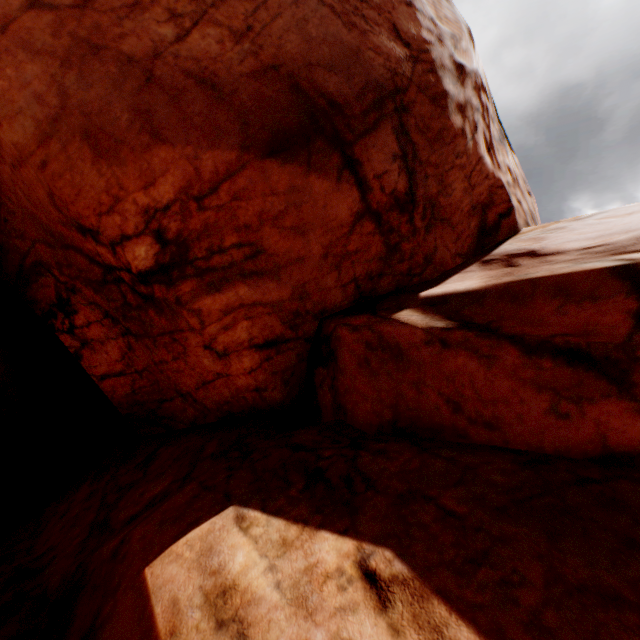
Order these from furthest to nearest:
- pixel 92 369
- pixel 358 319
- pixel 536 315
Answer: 1. pixel 92 369
2. pixel 358 319
3. pixel 536 315
